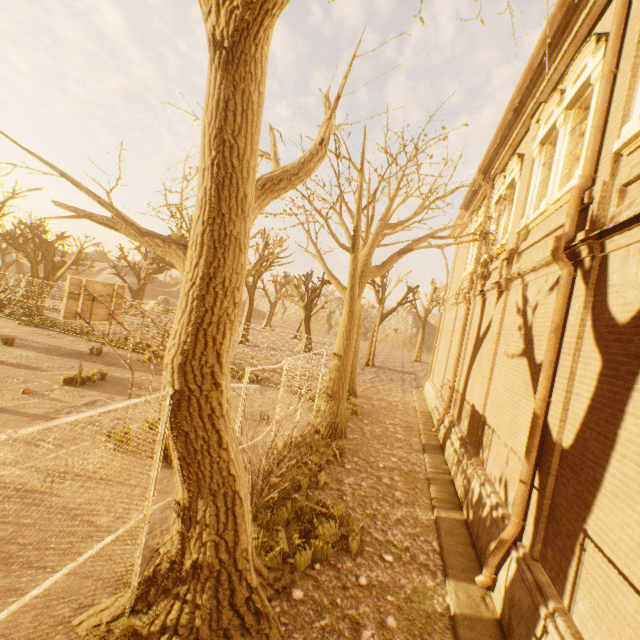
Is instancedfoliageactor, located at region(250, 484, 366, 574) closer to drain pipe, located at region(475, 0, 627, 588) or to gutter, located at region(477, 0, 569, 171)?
drain pipe, located at region(475, 0, 627, 588)

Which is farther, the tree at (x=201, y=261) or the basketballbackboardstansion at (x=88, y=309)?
the basketballbackboardstansion at (x=88, y=309)

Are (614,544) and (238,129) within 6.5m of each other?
yes

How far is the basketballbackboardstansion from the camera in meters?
8.1 m

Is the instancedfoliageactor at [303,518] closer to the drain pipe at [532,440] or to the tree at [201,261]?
the tree at [201,261]

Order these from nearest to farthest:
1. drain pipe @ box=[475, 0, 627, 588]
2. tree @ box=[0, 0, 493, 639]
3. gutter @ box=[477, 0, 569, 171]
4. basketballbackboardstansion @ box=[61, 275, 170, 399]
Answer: tree @ box=[0, 0, 493, 639]
drain pipe @ box=[475, 0, 627, 588]
gutter @ box=[477, 0, 569, 171]
basketballbackboardstansion @ box=[61, 275, 170, 399]

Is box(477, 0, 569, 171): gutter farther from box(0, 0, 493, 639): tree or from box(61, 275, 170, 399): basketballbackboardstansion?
box(61, 275, 170, 399): basketballbackboardstansion

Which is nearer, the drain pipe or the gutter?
the drain pipe
